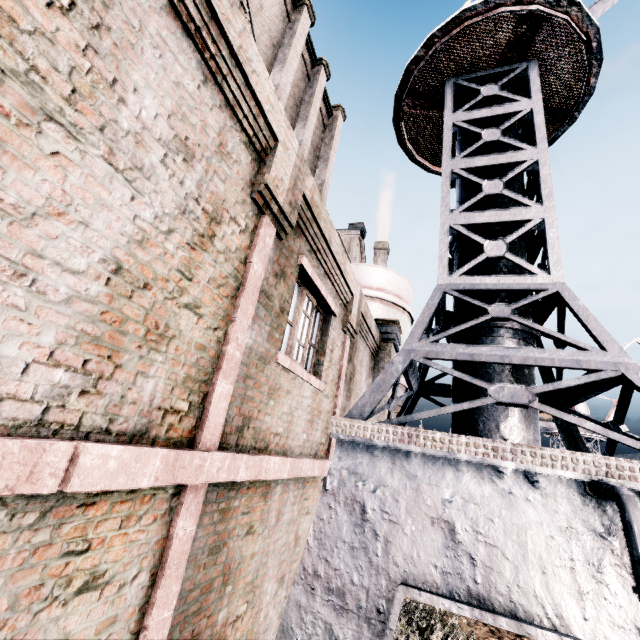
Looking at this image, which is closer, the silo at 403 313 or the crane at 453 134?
the crane at 453 134

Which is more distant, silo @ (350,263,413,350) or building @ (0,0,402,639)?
silo @ (350,263,413,350)

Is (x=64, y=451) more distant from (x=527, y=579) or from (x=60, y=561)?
(x=527, y=579)

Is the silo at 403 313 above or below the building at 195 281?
above

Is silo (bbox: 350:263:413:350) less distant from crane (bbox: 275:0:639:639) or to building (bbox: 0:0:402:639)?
building (bbox: 0:0:402:639)

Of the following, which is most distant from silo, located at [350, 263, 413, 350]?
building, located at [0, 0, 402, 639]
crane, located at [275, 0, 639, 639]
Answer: crane, located at [275, 0, 639, 639]

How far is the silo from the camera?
14.22m

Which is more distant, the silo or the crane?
the silo
